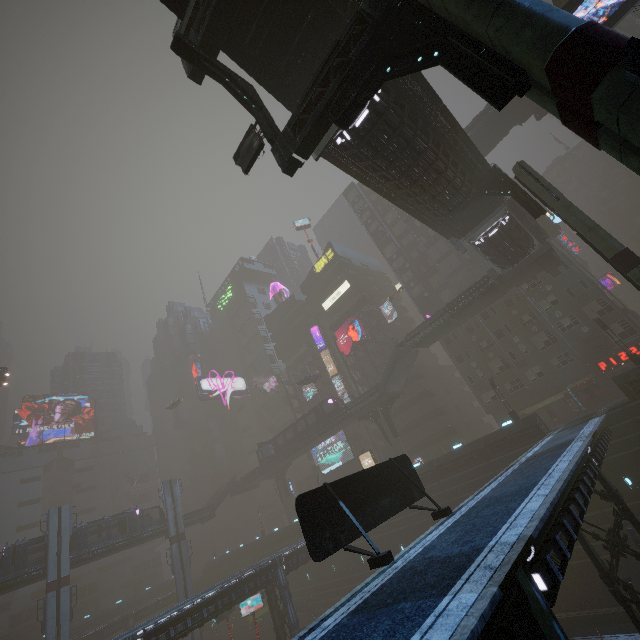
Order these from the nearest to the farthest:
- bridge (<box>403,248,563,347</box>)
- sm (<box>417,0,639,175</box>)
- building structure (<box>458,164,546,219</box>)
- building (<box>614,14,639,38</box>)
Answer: sm (<box>417,0,639,175</box>), building structure (<box>458,164,546,219</box>), bridge (<box>403,248,563,347</box>), building (<box>614,14,639,38</box>)

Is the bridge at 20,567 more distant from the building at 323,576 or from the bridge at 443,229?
the bridge at 443,229

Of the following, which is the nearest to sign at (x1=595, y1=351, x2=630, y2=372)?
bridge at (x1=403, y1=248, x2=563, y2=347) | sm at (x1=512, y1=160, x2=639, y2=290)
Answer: bridge at (x1=403, y1=248, x2=563, y2=347)

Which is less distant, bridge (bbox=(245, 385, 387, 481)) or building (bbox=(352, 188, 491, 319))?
bridge (bbox=(245, 385, 387, 481))

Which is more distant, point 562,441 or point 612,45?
point 562,441

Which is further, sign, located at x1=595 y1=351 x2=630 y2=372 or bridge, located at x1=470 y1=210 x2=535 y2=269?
sign, located at x1=595 y1=351 x2=630 y2=372

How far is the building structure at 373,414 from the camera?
45.1 meters

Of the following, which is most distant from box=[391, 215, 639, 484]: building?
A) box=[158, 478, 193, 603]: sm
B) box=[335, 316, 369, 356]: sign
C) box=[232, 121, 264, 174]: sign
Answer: box=[232, 121, 264, 174]: sign
